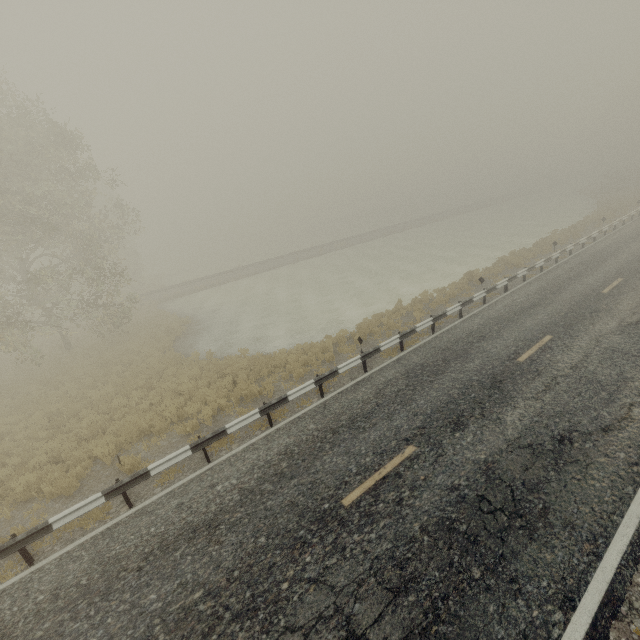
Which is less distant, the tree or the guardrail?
the guardrail

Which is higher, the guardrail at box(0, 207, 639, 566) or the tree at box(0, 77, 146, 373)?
the tree at box(0, 77, 146, 373)

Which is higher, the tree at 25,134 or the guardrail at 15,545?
the tree at 25,134

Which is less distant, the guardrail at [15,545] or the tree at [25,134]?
the guardrail at [15,545]

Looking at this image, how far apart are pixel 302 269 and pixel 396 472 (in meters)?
35.18
